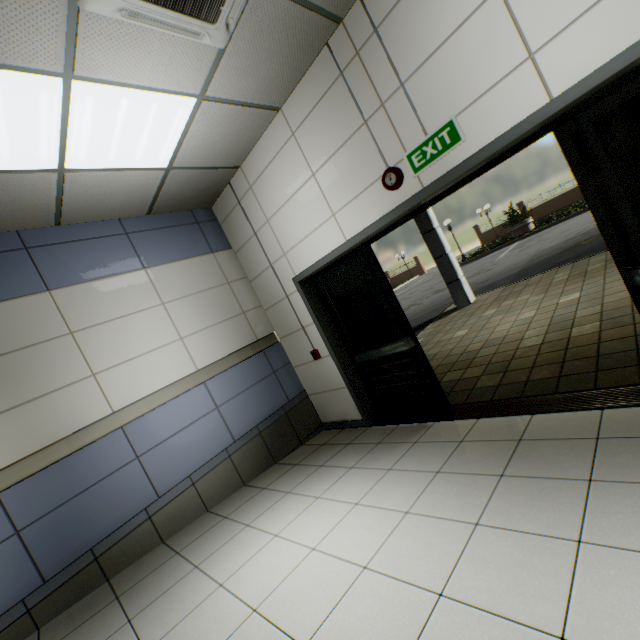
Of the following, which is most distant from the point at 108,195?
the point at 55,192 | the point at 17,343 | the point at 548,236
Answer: the point at 548,236

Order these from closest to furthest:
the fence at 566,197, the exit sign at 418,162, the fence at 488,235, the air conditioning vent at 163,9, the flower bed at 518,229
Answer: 1. the air conditioning vent at 163,9
2. the exit sign at 418,162
3. the flower bed at 518,229
4. the fence at 566,197
5. the fence at 488,235

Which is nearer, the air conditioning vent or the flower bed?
the air conditioning vent

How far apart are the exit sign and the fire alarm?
0.10m

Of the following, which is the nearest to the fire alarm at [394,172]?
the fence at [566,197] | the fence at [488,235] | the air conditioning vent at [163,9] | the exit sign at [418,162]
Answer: the exit sign at [418,162]

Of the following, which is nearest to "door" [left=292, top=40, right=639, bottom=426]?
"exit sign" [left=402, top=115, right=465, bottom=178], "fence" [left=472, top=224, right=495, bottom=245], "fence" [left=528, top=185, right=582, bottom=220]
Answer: "exit sign" [left=402, top=115, right=465, bottom=178]

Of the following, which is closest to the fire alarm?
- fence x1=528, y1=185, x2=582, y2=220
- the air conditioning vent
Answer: the air conditioning vent

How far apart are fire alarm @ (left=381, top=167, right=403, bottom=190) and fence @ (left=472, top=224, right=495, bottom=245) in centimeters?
3223cm
